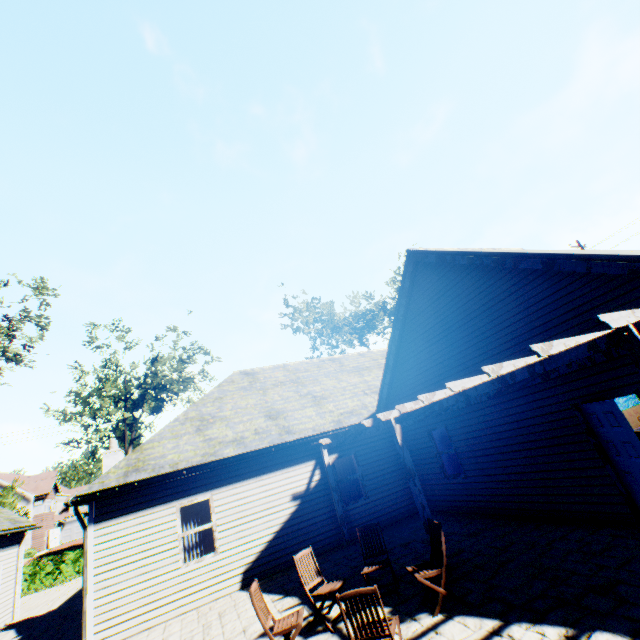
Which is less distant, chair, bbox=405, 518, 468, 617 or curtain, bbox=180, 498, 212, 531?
chair, bbox=405, 518, 468, 617

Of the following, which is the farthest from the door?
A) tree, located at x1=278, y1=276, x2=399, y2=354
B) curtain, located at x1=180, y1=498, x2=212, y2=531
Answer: tree, located at x1=278, y1=276, x2=399, y2=354

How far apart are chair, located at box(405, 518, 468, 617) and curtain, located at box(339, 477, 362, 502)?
5.9 meters

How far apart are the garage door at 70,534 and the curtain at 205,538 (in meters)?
57.36

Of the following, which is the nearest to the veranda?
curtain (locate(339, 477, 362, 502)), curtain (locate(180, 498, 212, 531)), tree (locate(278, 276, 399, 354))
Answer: curtain (locate(339, 477, 362, 502))

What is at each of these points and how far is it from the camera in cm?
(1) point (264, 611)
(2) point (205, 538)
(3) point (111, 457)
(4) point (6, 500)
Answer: (1) chair, 507
(2) curtain, 939
(3) chimney, 1302
(4) tree, 2409

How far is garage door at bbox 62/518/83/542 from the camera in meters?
49.1

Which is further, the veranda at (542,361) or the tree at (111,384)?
the tree at (111,384)
